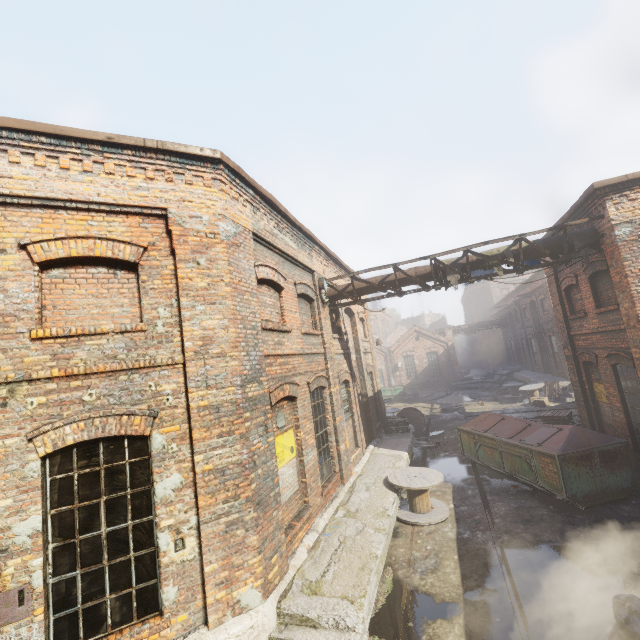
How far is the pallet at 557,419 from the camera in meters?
11.9 m

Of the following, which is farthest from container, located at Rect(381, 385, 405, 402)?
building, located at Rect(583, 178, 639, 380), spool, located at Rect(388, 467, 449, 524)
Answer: building, located at Rect(583, 178, 639, 380)

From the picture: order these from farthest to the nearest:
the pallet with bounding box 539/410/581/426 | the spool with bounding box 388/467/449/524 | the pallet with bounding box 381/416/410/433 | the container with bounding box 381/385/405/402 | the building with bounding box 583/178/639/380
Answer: the container with bounding box 381/385/405/402
the pallet with bounding box 381/416/410/433
the pallet with bounding box 539/410/581/426
the spool with bounding box 388/467/449/524
the building with bounding box 583/178/639/380

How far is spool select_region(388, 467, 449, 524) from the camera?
8.5 meters

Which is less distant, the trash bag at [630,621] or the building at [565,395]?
the trash bag at [630,621]

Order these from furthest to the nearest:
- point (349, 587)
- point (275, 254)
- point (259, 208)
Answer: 1. point (275, 254)
2. point (259, 208)
3. point (349, 587)

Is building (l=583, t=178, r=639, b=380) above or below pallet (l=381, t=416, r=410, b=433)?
above

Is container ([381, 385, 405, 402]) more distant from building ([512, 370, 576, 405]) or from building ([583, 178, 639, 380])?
building ([583, 178, 639, 380])
